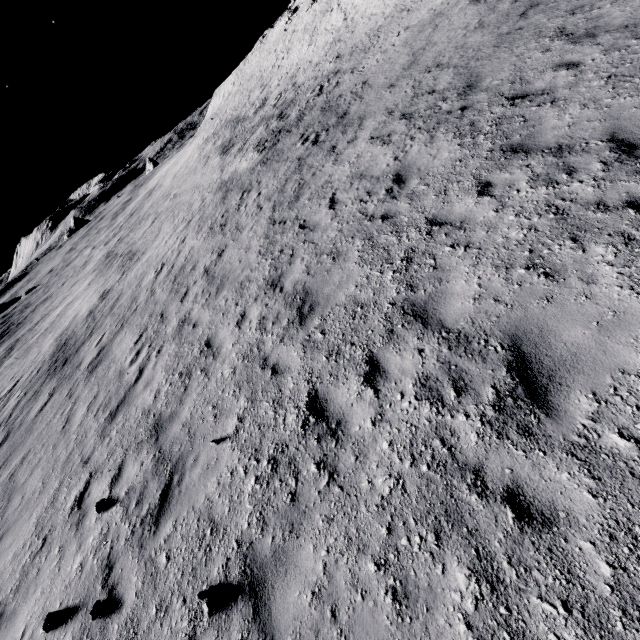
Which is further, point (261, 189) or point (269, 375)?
point (261, 189)
